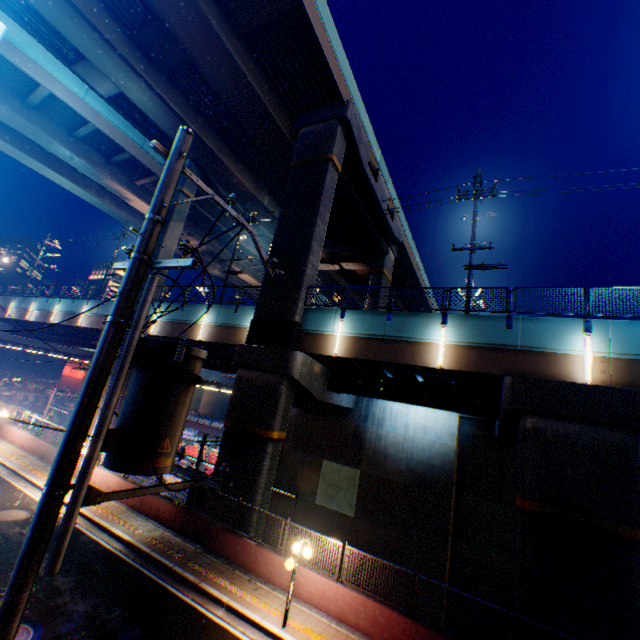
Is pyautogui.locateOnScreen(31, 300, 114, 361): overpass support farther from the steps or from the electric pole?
the electric pole

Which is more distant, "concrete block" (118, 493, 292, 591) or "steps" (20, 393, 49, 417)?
"steps" (20, 393, 49, 417)

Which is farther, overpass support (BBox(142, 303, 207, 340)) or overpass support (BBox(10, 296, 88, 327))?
overpass support (BBox(10, 296, 88, 327))

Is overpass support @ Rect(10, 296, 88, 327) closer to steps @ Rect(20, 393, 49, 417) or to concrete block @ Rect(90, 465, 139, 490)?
concrete block @ Rect(90, 465, 139, 490)

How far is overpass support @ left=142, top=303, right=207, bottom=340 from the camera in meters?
22.0 m

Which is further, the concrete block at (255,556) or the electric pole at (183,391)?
the concrete block at (255,556)

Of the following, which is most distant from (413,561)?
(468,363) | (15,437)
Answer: (15,437)

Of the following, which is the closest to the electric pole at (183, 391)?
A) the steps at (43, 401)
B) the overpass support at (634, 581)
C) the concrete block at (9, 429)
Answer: the concrete block at (9, 429)
